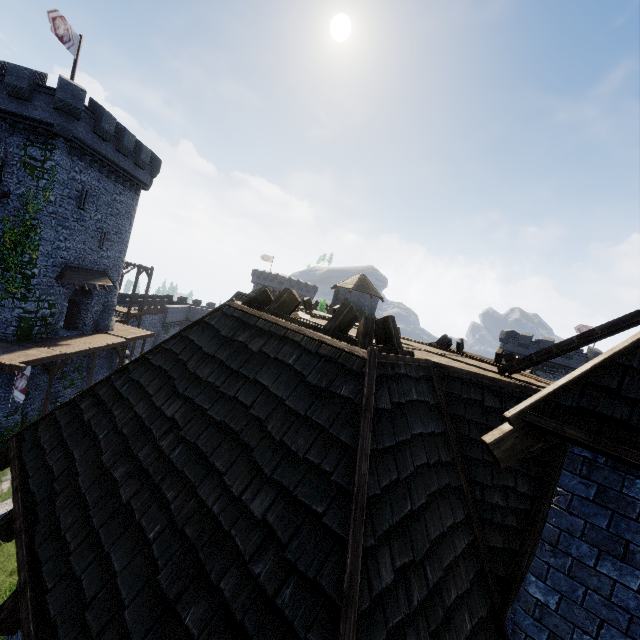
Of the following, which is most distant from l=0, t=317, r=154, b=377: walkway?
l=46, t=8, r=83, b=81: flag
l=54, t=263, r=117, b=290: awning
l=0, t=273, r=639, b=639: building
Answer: l=46, t=8, r=83, b=81: flag

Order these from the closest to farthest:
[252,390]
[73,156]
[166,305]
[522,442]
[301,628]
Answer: [301,628]
[522,442]
[252,390]
[73,156]
[166,305]

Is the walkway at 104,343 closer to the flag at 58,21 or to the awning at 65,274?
the awning at 65,274

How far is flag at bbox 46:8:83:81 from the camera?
19.2 meters

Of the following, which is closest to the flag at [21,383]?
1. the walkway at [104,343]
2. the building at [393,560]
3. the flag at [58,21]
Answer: the walkway at [104,343]

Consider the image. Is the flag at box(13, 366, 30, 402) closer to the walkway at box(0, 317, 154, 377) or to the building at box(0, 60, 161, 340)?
the walkway at box(0, 317, 154, 377)

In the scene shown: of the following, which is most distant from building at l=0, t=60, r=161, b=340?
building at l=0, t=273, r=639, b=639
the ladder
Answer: the ladder

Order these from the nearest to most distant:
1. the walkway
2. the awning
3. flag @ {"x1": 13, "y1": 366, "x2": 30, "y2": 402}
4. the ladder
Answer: the ladder < flag @ {"x1": 13, "y1": 366, "x2": 30, "y2": 402} < the walkway < the awning
